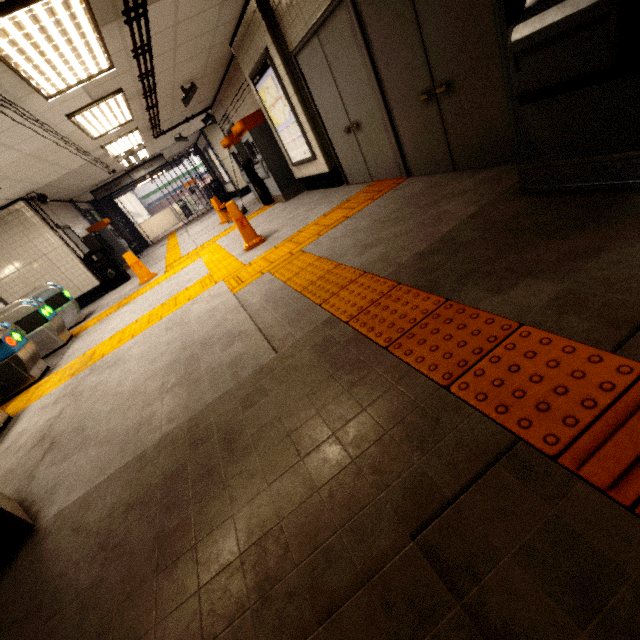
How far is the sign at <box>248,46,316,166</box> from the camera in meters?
5.4 m

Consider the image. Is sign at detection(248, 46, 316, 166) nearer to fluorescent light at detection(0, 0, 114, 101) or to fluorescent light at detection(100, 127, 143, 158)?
fluorescent light at detection(0, 0, 114, 101)

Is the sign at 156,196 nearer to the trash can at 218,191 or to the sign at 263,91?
the trash can at 218,191

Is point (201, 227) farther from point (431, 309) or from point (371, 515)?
point (371, 515)

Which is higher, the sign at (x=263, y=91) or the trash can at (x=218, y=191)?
the sign at (x=263, y=91)

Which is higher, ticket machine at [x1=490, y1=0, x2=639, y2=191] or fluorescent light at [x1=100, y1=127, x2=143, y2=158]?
fluorescent light at [x1=100, y1=127, x2=143, y2=158]

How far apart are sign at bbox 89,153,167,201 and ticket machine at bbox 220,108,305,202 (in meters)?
6.85

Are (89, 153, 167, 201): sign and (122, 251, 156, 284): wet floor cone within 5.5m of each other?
no
